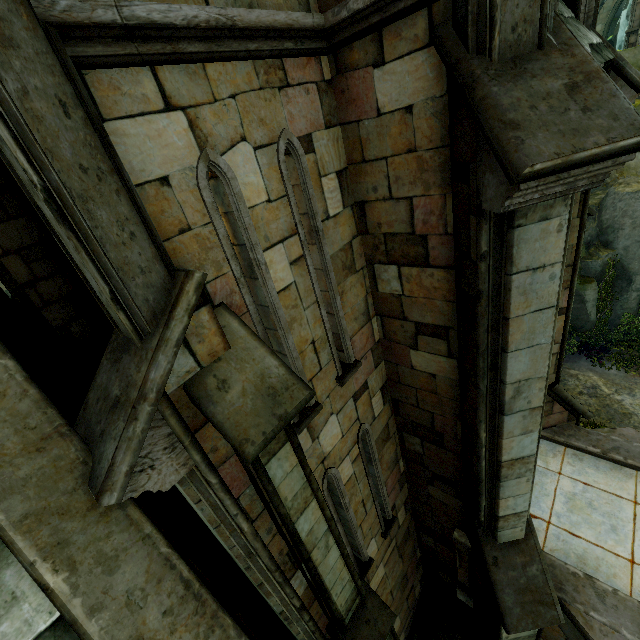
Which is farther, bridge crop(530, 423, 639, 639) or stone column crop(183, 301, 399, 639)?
bridge crop(530, 423, 639, 639)

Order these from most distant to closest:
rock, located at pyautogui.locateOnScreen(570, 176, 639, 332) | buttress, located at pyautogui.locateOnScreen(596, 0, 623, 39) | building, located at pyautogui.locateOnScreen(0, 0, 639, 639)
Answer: buttress, located at pyautogui.locateOnScreen(596, 0, 623, 39), rock, located at pyautogui.locateOnScreen(570, 176, 639, 332), building, located at pyautogui.locateOnScreen(0, 0, 639, 639)

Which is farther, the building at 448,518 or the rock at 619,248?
the rock at 619,248

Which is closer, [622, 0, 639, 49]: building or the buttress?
[622, 0, 639, 49]: building

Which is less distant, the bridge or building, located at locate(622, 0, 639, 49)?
the bridge

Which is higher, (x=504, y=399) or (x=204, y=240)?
(x=204, y=240)

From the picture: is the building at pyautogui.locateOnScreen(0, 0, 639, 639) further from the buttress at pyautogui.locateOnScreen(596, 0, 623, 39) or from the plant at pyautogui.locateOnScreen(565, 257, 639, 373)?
the plant at pyautogui.locateOnScreen(565, 257, 639, 373)

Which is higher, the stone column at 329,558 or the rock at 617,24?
the rock at 617,24
